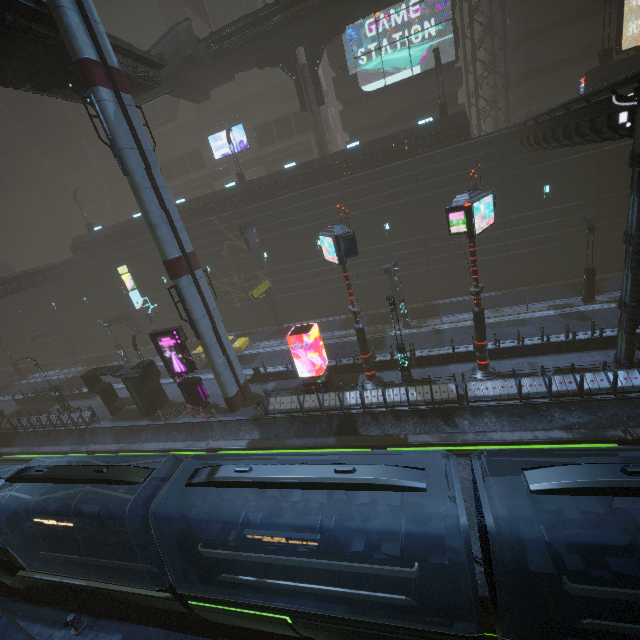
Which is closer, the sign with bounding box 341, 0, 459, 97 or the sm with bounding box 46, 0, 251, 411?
the sm with bounding box 46, 0, 251, 411

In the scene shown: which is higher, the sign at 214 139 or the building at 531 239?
the sign at 214 139

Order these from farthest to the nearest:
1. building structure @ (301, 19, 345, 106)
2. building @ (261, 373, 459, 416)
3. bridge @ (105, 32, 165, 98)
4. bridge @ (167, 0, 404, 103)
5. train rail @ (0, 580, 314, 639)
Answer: building structure @ (301, 19, 345, 106), bridge @ (167, 0, 404, 103), bridge @ (105, 32, 165, 98), building @ (261, 373, 459, 416), train rail @ (0, 580, 314, 639)

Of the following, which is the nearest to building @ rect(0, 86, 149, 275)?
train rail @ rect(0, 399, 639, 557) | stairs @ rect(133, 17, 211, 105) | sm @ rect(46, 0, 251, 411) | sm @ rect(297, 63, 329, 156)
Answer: → train rail @ rect(0, 399, 639, 557)

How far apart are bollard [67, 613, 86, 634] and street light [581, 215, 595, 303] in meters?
30.2

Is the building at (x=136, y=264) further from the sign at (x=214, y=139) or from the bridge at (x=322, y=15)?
the bridge at (x=322, y=15)

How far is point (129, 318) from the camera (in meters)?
36.75

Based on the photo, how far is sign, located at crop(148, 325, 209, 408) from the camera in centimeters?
2020cm
